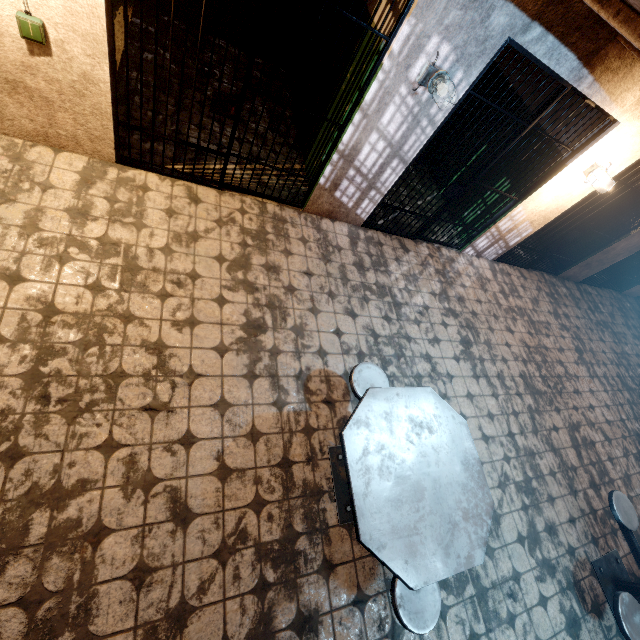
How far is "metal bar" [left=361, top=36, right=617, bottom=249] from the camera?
3.2m

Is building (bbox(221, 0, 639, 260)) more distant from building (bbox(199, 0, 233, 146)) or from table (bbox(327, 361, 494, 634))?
table (bbox(327, 361, 494, 634))

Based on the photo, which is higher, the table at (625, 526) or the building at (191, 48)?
the table at (625, 526)

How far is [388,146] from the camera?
3.5m

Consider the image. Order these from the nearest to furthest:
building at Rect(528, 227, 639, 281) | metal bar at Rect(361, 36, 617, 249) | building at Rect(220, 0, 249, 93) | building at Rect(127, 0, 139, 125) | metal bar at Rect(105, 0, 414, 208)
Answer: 1. metal bar at Rect(105, 0, 414, 208)
2. metal bar at Rect(361, 36, 617, 249)
3. building at Rect(127, 0, 139, 125)
4. building at Rect(220, 0, 249, 93)
5. building at Rect(528, 227, 639, 281)

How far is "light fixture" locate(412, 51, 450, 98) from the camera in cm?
283

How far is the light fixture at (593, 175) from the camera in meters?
4.1

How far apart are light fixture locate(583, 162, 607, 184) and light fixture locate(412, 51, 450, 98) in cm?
269
